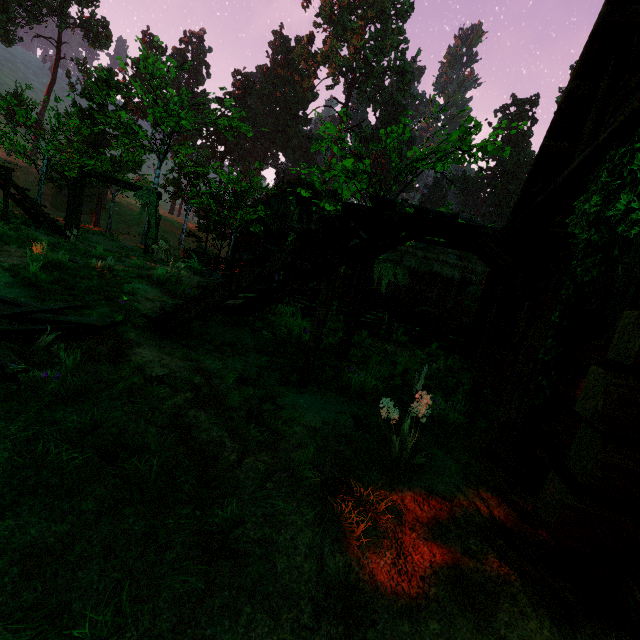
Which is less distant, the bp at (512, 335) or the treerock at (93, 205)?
the bp at (512, 335)

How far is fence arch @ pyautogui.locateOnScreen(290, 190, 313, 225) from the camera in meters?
9.0

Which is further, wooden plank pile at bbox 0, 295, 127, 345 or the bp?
the bp

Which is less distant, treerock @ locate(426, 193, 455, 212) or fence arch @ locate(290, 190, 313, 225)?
treerock @ locate(426, 193, 455, 212)

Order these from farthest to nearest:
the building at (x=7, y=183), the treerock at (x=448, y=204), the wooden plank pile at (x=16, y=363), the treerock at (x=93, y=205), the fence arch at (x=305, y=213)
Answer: the treerock at (x=93, y=205)
the building at (x=7, y=183)
the fence arch at (x=305, y=213)
the treerock at (x=448, y=204)
the wooden plank pile at (x=16, y=363)

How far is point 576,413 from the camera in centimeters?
282cm

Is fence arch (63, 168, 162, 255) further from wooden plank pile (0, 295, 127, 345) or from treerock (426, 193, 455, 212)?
wooden plank pile (0, 295, 127, 345)
